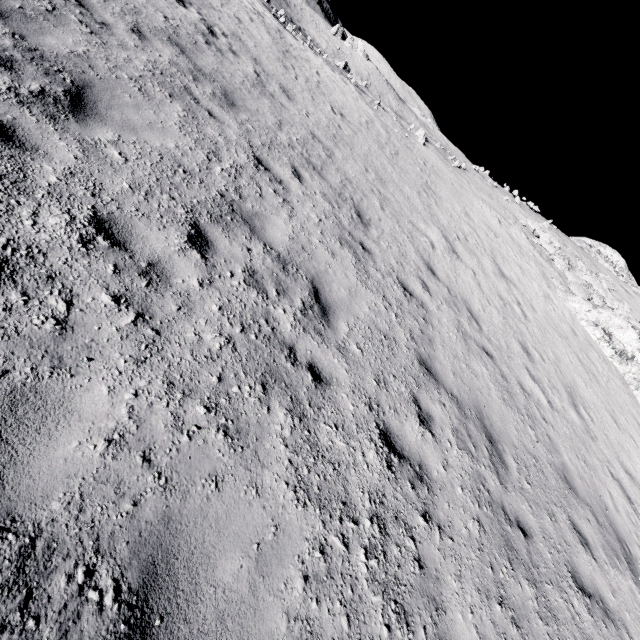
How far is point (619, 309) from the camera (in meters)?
16.86

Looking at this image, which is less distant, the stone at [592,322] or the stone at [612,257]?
the stone at [592,322]

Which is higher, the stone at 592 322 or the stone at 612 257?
the stone at 612 257

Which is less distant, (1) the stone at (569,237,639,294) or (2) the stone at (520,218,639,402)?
(2) the stone at (520,218,639,402)

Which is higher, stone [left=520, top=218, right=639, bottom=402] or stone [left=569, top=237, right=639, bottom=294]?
stone [left=569, top=237, right=639, bottom=294]
